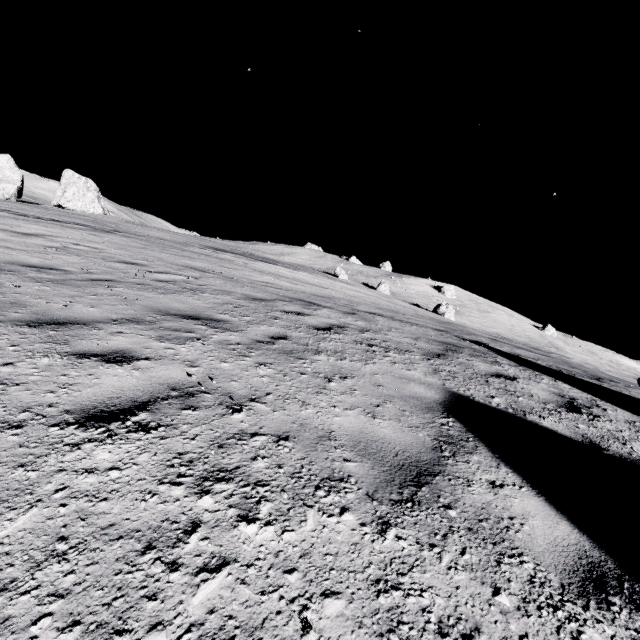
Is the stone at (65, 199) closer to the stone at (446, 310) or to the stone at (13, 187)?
the stone at (13, 187)

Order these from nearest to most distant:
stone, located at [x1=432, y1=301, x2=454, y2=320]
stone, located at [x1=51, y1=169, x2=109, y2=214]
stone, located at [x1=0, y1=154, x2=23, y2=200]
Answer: stone, located at [x1=0, y1=154, x2=23, y2=200] → stone, located at [x1=432, y1=301, x2=454, y2=320] → stone, located at [x1=51, y1=169, x2=109, y2=214]

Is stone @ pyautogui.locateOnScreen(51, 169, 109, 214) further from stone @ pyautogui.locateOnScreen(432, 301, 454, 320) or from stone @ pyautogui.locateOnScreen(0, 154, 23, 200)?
stone @ pyautogui.locateOnScreen(432, 301, 454, 320)

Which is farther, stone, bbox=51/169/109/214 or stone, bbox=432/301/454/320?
stone, bbox=51/169/109/214

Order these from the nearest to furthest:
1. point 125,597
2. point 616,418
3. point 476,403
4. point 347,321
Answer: point 125,597 < point 476,403 < point 616,418 < point 347,321

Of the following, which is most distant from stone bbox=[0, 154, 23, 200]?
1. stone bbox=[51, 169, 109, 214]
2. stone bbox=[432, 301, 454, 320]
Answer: stone bbox=[432, 301, 454, 320]

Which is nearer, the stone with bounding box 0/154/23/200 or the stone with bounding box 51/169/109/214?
the stone with bounding box 0/154/23/200

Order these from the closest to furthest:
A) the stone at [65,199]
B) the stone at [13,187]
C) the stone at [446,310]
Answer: the stone at [13,187] → the stone at [446,310] → the stone at [65,199]
